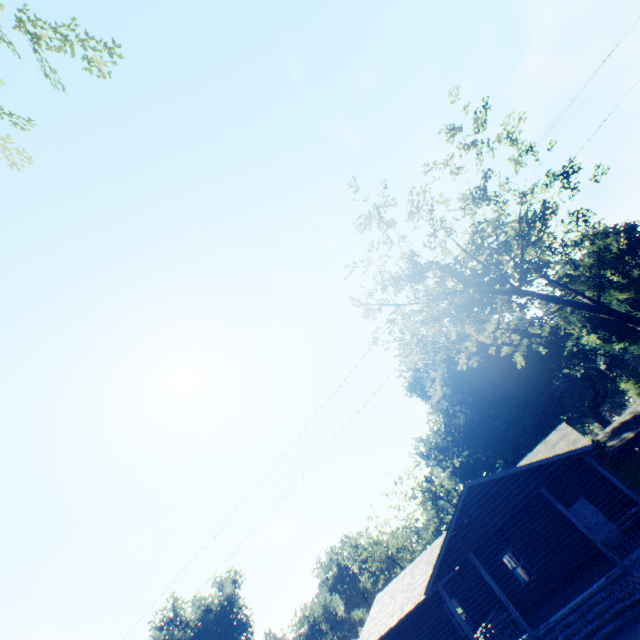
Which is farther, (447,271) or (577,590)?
(447,271)

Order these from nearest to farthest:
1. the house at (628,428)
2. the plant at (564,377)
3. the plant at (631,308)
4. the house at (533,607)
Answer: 1. the house at (533,607)
2. the plant at (564,377)
3. the house at (628,428)
4. the plant at (631,308)

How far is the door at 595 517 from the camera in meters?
17.2

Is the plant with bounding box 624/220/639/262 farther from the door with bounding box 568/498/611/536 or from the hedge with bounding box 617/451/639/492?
the door with bounding box 568/498/611/536

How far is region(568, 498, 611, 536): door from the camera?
17.25m

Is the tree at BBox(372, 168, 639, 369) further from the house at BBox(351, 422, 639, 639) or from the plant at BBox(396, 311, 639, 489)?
the plant at BBox(396, 311, 639, 489)

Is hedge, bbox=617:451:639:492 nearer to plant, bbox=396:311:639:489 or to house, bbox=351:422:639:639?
plant, bbox=396:311:639:489

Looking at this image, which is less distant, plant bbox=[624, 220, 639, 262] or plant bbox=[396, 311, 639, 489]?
plant bbox=[396, 311, 639, 489]
